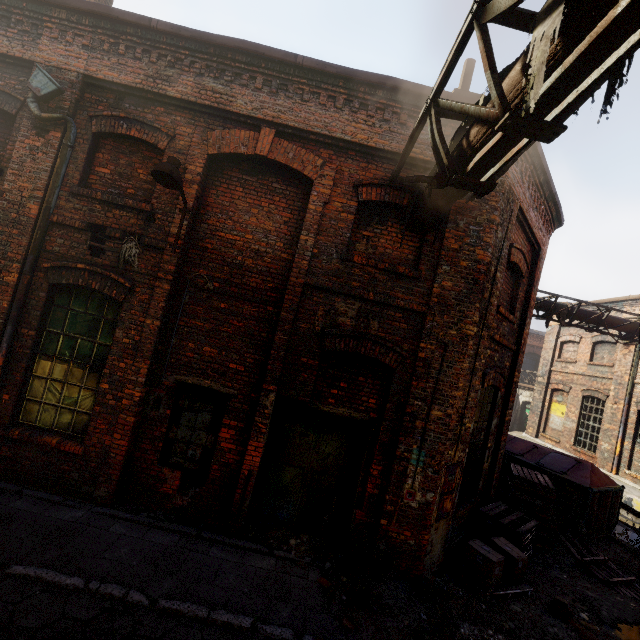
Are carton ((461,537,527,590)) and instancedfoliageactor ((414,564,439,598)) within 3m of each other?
yes

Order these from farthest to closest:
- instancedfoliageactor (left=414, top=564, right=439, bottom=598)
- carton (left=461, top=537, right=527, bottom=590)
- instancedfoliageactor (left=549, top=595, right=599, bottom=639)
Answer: carton (left=461, top=537, right=527, bottom=590) → instancedfoliageactor (left=549, top=595, right=599, bottom=639) → instancedfoliageactor (left=414, top=564, right=439, bottom=598)

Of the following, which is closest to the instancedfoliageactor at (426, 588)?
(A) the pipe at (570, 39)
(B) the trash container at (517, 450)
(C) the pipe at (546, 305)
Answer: (A) the pipe at (570, 39)

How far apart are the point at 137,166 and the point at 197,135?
1.22m

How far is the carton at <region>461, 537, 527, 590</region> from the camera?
5.3m

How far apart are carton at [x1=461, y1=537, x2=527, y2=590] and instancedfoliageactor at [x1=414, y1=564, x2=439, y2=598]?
1.0m

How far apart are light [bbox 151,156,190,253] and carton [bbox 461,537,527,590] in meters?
7.2

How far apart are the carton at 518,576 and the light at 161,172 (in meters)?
7.20
